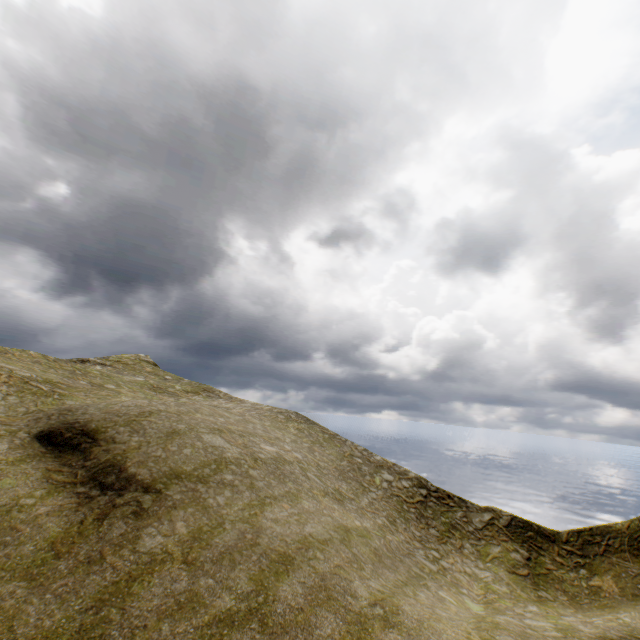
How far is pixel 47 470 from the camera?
13.9 meters
